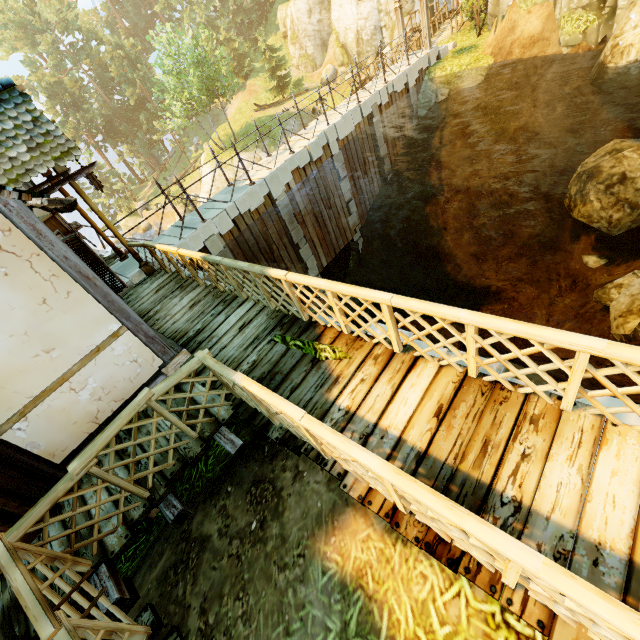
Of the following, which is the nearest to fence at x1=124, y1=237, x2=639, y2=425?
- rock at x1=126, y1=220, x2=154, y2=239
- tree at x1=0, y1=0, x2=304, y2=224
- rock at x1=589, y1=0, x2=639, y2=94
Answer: tree at x1=0, y1=0, x2=304, y2=224

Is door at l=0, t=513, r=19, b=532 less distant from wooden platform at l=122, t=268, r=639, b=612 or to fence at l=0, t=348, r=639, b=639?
wooden platform at l=122, t=268, r=639, b=612

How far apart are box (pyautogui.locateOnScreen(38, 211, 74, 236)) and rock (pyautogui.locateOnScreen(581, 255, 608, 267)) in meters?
17.6 m

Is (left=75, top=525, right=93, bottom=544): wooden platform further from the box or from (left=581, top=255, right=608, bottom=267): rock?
(left=581, top=255, right=608, bottom=267): rock

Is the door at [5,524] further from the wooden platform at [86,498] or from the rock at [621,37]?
the rock at [621,37]

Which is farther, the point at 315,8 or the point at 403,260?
the point at 315,8

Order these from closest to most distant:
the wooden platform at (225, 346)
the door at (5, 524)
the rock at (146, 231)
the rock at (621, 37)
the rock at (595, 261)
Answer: the wooden platform at (225, 346) → the door at (5, 524) → the rock at (621, 37) → the rock at (595, 261) → the rock at (146, 231)

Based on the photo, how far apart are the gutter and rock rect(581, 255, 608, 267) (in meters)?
15.24
